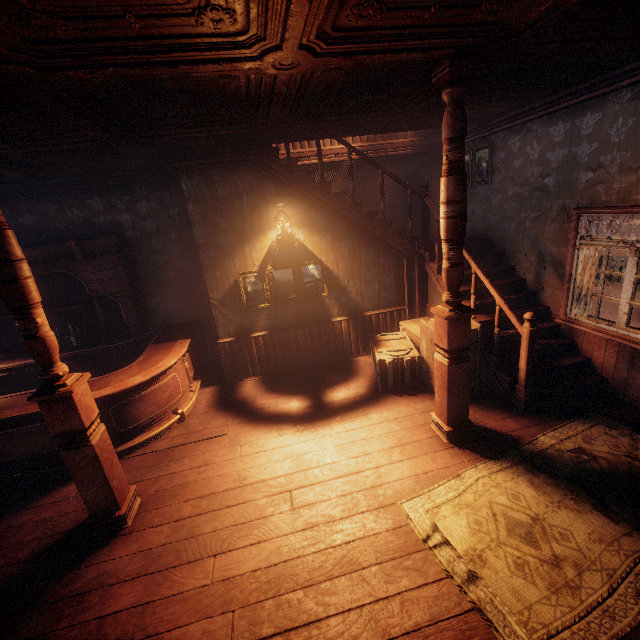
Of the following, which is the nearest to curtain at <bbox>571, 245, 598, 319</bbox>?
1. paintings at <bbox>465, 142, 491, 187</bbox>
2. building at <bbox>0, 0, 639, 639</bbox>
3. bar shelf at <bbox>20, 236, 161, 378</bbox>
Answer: building at <bbox>0, 0, 639, 639</bbox>

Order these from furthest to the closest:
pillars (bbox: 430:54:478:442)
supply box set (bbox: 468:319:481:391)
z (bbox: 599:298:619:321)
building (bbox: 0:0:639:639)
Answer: z (bbox: 599:298:619:321) < supply box set (bbox: 468:319:481:391) < pillars (bbox: 430:54:478:442) < building (bbox: 0:0:639:639)

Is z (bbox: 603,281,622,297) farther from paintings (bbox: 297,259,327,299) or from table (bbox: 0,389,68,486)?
paintings (bbox: 297,259,327,299)

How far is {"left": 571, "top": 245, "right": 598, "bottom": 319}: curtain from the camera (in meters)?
4.32

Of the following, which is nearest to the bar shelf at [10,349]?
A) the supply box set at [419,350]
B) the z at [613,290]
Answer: the z at [613,290]

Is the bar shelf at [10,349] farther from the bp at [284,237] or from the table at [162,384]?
the bp at [284,237]

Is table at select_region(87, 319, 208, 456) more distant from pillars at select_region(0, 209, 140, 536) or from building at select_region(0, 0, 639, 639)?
pillars at select_region(0, 209, 140, 536)

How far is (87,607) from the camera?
2.66m
